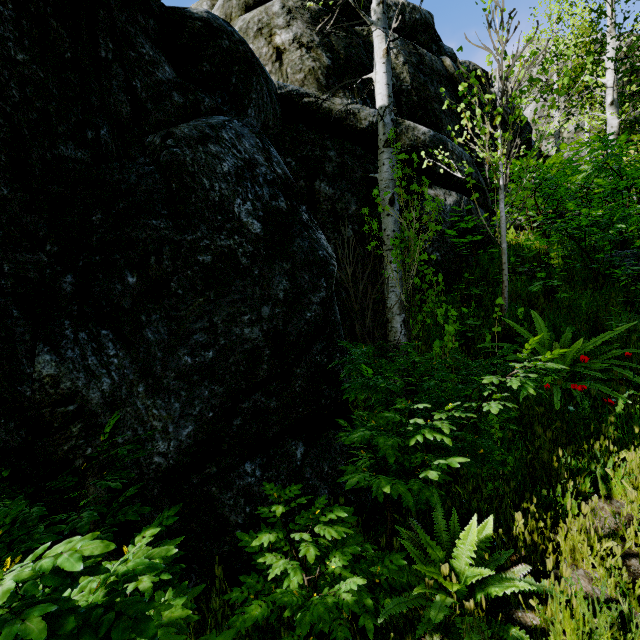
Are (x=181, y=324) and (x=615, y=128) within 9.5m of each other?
no

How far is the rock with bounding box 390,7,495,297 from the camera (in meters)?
5.93

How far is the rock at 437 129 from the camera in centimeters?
593cm

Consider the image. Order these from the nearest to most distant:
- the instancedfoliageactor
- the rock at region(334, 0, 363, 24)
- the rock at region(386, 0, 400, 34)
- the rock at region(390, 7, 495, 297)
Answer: the instancedfoliageactor, the rock at region(390, 7, 495, 297), the rock at region(334, 0, 363, 24), the rock at region(386, 0, 400, 34)

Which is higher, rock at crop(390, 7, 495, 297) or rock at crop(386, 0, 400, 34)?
rock at crop(386, 0, 400, 34)

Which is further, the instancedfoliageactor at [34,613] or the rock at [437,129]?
the rock at [437,129]

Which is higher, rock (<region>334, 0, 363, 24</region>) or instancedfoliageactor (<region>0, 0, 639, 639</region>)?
rock (<region>334, 0, 363, 24</region>)

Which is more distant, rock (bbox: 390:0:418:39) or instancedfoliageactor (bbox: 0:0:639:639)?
rock (bbox: 390:0:418:39)
